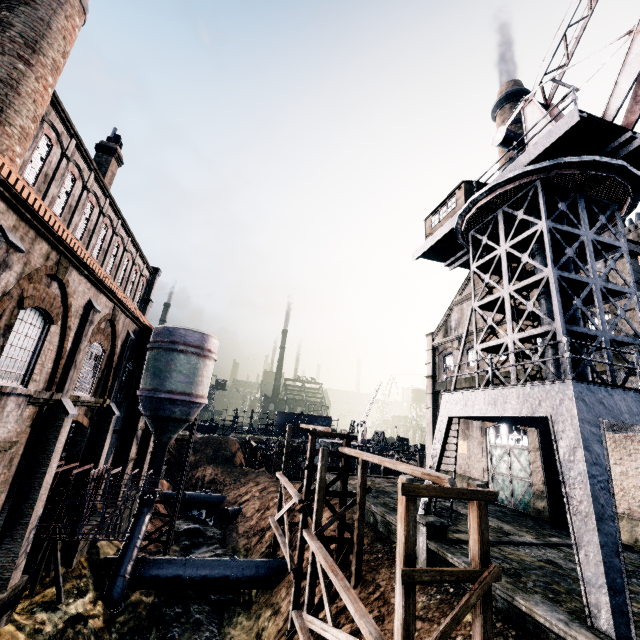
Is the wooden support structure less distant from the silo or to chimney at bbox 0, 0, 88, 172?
the silo

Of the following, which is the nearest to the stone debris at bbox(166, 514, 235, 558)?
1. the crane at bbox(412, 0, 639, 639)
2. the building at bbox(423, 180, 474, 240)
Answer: the crane at bbox(412, 0, 639, 639)

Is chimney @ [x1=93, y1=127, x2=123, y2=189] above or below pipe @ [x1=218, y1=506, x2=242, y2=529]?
above

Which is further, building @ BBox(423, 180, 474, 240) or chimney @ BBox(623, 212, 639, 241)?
chimney @ BBox(623, 212, 639, 241)

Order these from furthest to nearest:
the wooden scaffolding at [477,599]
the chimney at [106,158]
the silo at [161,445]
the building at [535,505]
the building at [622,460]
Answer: the chimney at [106,158] < the building at [535,505] < the silo at [161,445] < the building at [622,460] < the wooden scaffolding at [477,599]

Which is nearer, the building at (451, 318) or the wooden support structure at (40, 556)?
the wooden support structure at (40, 556)

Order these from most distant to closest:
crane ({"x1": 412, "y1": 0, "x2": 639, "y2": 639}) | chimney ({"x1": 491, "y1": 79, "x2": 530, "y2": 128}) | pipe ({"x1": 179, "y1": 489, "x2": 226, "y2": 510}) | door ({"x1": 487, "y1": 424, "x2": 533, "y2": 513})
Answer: pipe ({"x1": 179, "y1": 489, "x2": 226, "y2": 510}), chimney ({"x1": 491, "y1": 79, "x2": 530, "y2": 128}), door ({"x1": 487, "y1": 424, "x2": 533, "y2": 513}), crane ({"x1": 412, "y1": 0, "x2": 639, "y2": 639})

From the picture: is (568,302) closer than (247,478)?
Yes
